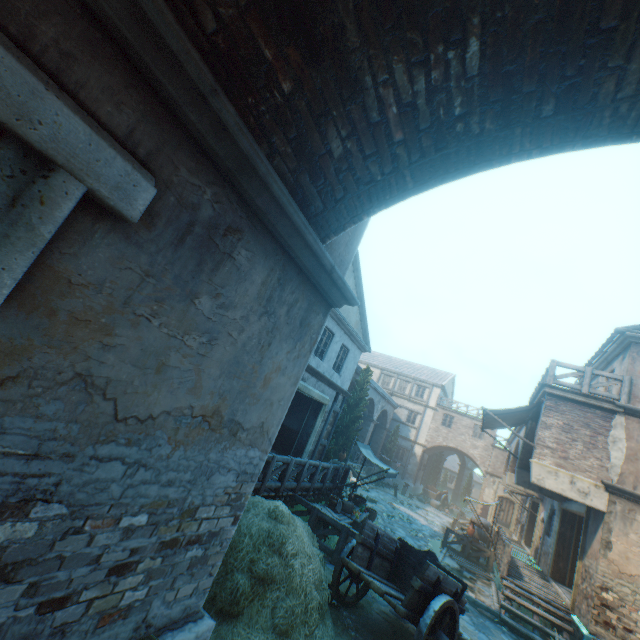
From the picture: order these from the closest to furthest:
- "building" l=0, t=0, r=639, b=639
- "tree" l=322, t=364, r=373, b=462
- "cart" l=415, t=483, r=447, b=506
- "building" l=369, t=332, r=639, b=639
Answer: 1. "building" l=0, t=0, r=639, b=639
2. "building" l=369, t=332, r=639, b=639
3. "tree" l=322, t=364, r=373, b=462
4. "cart" l=415, t=483, r=447, b=506

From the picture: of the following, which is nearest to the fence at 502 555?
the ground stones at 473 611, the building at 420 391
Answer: the ground stones at 473 611

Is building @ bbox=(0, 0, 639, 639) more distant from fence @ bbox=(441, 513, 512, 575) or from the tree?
fence @ bbox=(441, 513, 512, 575)

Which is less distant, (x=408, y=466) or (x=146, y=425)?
(x=146, y=425)

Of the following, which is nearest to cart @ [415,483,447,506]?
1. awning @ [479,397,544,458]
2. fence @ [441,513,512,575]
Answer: fence @ [441,513,512,575]

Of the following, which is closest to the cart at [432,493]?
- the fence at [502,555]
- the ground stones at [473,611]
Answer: the fence at [502,555]

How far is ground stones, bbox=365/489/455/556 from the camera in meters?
14.7

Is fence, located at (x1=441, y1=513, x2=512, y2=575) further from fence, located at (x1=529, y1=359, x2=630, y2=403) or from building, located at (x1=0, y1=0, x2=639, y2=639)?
fence, located at (x1=529, y1=359, x2=630, y2=403)
